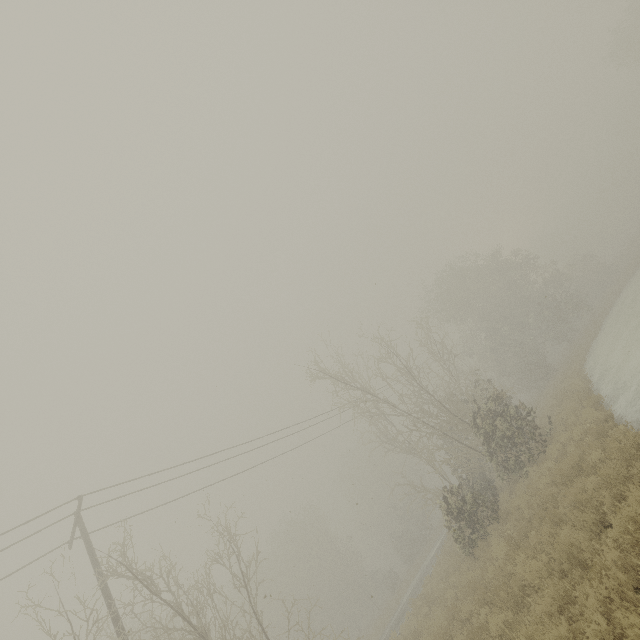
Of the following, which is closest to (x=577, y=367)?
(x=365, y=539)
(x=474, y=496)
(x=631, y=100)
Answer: (x=474, y=496)
